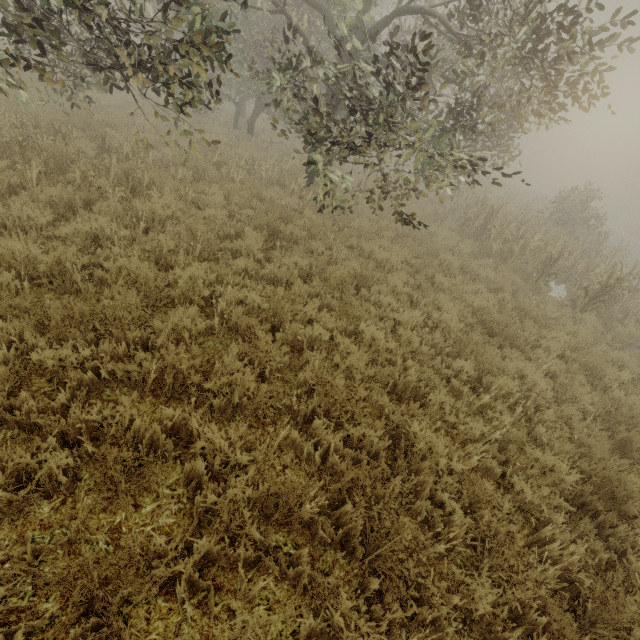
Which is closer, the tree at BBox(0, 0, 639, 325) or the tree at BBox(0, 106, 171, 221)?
the tree at BBox(0, 0, 639, 325)

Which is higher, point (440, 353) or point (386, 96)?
point (386, 96)

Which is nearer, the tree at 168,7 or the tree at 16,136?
the tree at 168,7

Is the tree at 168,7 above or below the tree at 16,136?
above

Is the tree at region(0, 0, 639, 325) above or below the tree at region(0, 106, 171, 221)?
above
